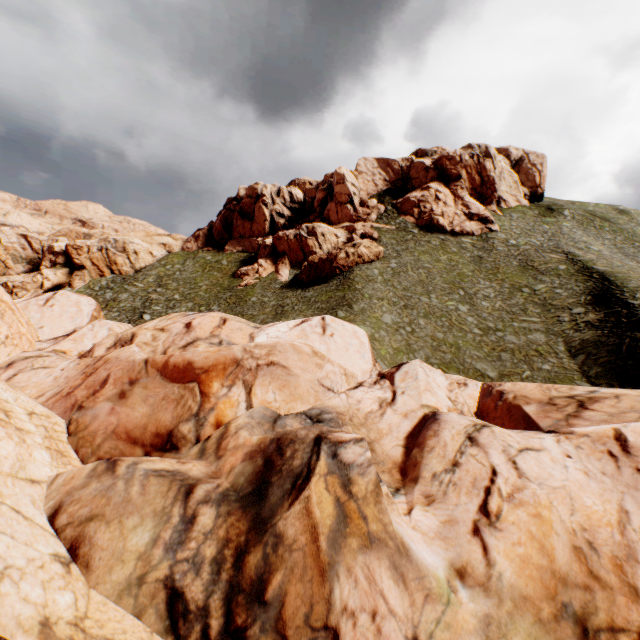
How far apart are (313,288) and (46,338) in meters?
26.5 m
